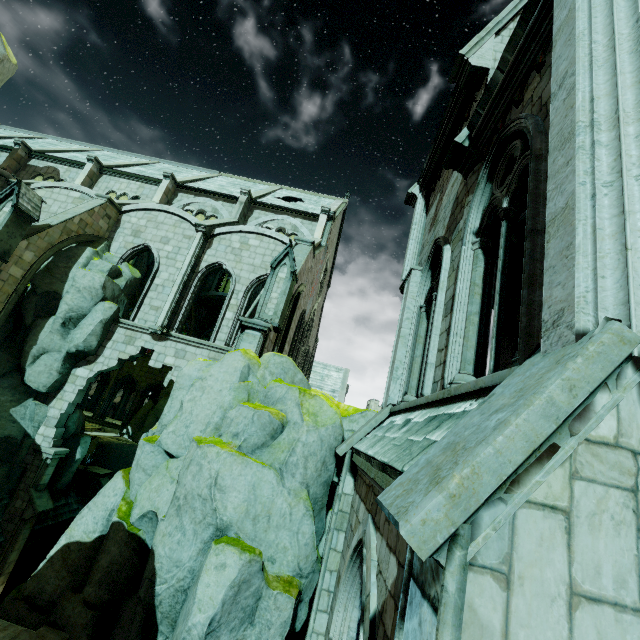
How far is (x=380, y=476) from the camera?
4.37m

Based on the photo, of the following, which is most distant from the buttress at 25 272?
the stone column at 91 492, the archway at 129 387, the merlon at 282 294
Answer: the archway at 129 387

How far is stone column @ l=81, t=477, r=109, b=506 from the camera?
18.1m

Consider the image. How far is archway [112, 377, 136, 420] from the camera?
32.81m

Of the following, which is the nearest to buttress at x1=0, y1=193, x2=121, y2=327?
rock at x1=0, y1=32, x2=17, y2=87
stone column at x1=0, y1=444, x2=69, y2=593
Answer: stone column at x1=0, y1=444, x2=69, y2=593

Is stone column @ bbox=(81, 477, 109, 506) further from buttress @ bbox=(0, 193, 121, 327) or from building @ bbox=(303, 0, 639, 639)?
buttress @ bbox=(0, 193, 121, 327)

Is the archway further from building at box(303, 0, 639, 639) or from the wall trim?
the wall trim

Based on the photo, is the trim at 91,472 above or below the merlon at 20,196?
below
